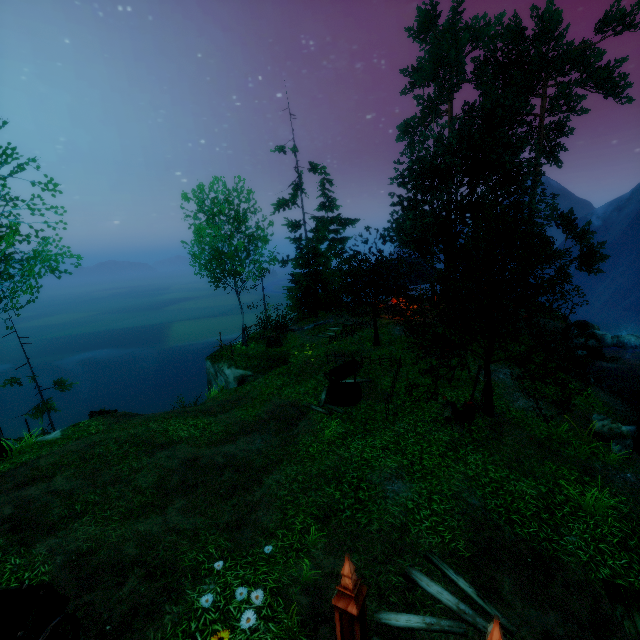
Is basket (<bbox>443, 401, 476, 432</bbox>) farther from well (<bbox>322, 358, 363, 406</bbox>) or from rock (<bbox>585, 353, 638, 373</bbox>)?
rock (<bbox>585, 353, 638, 373</bbox>)

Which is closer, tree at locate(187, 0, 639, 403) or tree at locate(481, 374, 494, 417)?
tree at locate(187, 0, 639, 403)

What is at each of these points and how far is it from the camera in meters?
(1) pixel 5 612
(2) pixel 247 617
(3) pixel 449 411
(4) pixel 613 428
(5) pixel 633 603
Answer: (1) cart, 4.9 m
(2) flower, 4.9 m
(3) basket, 11.9 m
(4) rock, 10.9 m
(5) wooden platform, 6.3 m

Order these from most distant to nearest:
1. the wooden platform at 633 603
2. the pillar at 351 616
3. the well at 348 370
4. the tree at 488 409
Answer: the well at 348 370, the tree at 488 409, the wooden platform at 633 603, the pillar at 351 616

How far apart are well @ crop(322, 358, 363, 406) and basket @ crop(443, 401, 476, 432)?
3.95m

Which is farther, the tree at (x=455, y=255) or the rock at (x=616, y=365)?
the rock at (x=616, y=365)

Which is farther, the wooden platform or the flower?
the wooden platform

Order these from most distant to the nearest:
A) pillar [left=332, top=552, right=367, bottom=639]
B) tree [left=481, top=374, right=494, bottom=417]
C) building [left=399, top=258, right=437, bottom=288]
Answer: building [left=399, top=258, right=437, bottom=288]
tree [left=481, top=374, right=494, bottom=417]
pillar [left=332, top=552, right=367, bottom=639]
